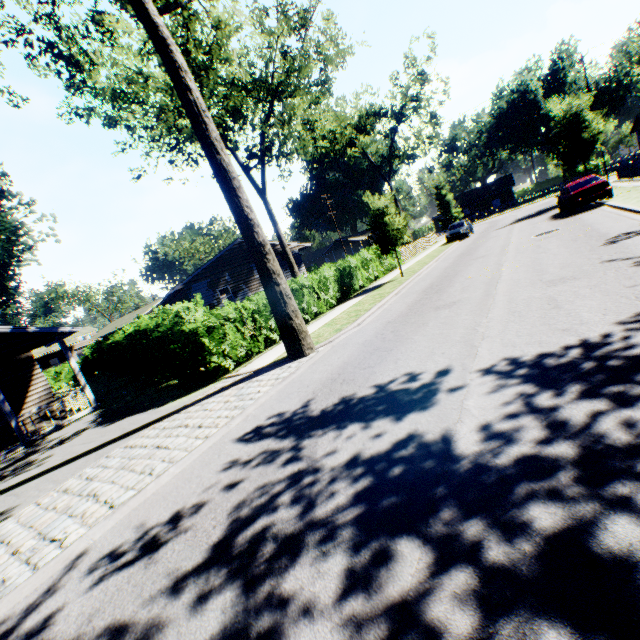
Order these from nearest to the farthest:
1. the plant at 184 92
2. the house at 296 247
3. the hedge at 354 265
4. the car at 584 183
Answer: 1. the plant at 184 92
2. the hedge at 354 265
3. the car at 584 183
4. the house at 296 247

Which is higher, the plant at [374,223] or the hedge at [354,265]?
the plant at [374,223]

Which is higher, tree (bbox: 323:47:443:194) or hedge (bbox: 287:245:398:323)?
tree (bbox: 323:47:443:194)

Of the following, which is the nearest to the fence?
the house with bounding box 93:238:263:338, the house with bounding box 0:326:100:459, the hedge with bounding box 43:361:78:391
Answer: the house with bounding box 93:238:263:338

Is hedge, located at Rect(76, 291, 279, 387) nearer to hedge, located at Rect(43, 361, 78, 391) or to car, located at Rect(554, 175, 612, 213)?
hedge, located at Rect(43, 361, 78, 391)

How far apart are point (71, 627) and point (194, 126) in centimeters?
994cm

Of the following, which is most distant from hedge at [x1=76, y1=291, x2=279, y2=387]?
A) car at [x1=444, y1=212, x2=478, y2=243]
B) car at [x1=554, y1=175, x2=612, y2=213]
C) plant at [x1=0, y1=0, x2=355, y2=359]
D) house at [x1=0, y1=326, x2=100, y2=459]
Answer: car at [x1=554, y1=175, x2=612, y2=213]

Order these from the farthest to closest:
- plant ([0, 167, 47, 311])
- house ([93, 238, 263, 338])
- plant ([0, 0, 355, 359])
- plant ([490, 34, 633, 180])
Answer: plant ([490, 34, 633, 180]), house ([93, 238, 263, 338]), plant ([0, 167, 47, 311]), plant ([0, 0, 355, 359])
